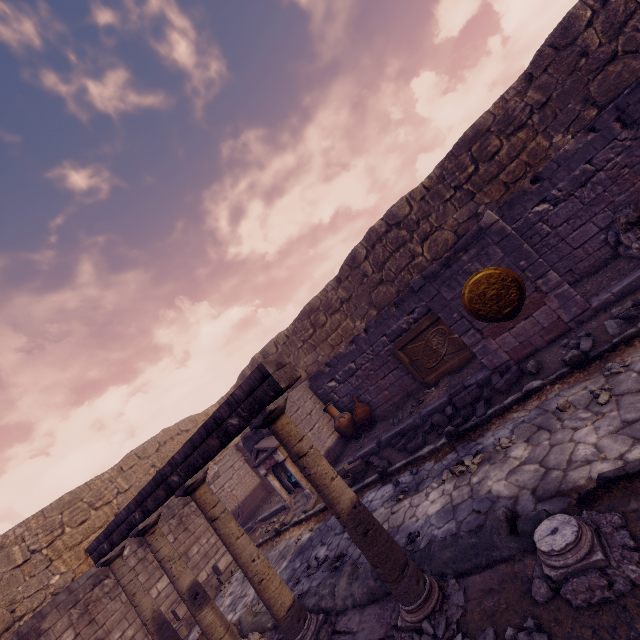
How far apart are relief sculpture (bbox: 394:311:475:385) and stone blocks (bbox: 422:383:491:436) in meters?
2.0 m

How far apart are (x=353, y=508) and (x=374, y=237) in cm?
964

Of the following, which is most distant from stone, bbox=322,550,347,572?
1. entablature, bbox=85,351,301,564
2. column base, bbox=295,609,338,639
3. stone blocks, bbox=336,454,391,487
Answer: entablature, bbox=85,351,301,564

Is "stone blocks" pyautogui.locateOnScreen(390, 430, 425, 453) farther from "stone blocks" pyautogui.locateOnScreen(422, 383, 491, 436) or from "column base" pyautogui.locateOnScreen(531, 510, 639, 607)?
"column base" pyautogui.locateOnScreen(531, 510, 639, 607)

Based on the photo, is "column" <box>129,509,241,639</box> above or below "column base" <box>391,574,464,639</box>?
above

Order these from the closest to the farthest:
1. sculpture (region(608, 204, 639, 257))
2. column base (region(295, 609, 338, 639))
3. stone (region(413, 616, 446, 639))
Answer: stone (region(413, 616, 446, 639)) < column base (region(295, 609, 338, 639)) < sculpture (region(608, 204, 639, 257))

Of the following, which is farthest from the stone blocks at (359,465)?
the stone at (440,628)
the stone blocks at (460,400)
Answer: the stone at (440,628)

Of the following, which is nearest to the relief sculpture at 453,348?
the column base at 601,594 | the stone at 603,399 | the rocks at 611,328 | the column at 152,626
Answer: the rocks at 611,328
